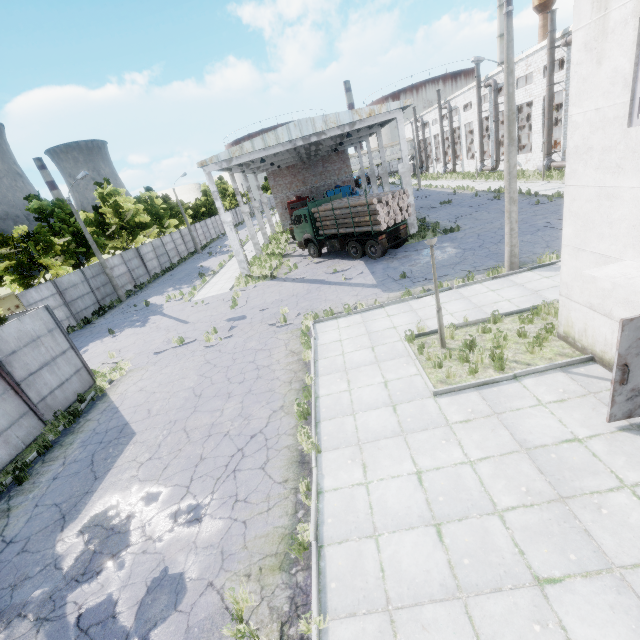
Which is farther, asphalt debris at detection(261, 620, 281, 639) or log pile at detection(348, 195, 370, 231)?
log pile at detection(348, 195, 370, 231)

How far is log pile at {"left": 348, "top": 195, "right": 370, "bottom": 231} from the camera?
18.59m

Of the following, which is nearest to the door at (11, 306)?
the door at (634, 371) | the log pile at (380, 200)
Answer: the log pile at (380, 200)

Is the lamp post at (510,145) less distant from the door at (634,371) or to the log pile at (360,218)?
the log pile at (360,218)

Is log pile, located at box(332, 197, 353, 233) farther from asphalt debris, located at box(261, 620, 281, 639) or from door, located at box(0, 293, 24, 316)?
door, located at box(0, 293, 24, 316)

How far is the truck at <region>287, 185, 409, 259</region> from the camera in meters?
19.5

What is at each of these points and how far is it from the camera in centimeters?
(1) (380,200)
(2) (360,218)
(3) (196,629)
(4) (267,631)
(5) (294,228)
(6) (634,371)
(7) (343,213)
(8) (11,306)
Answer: (1) log pile, 1806cm
(2) log pile, 1905cm
(3) asphalt debris, 471cm
(4) asphalt debris, 452cm
(5) truck, 2450cm
(6) door, 550cm
(7) log pile, 1992cm
(8) door, 1980cm
